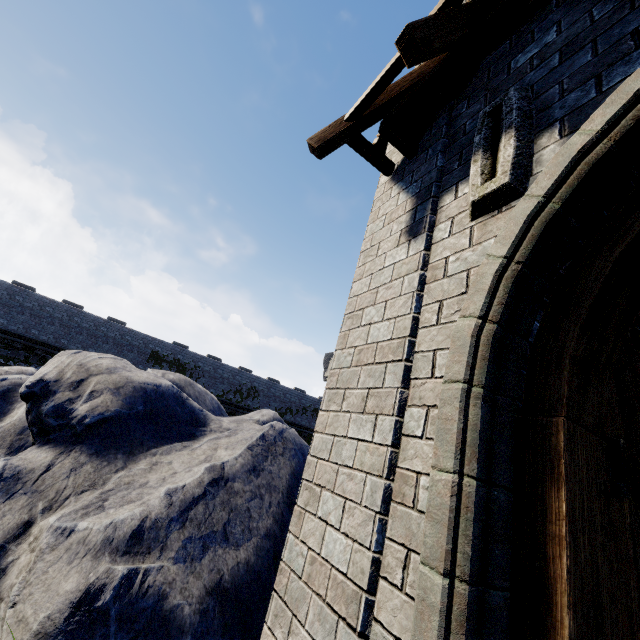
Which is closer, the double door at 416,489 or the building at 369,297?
the double door at 416,489

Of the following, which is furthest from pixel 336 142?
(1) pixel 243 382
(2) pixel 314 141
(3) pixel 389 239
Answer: (1) pixel 243 382

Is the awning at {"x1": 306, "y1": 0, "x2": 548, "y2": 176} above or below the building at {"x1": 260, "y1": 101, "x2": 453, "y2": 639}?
above

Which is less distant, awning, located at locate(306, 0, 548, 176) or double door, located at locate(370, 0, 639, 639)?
double door, located at locate(370, 0, 639, 639)

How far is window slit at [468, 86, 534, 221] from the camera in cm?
204

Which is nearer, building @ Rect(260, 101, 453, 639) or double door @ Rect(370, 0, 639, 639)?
double door @ Rect(370, 0, 639, 639)

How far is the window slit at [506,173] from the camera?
2.04m

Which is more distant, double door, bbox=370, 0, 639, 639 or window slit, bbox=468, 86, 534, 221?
window slit, bbox=468, 86, 534, 221
